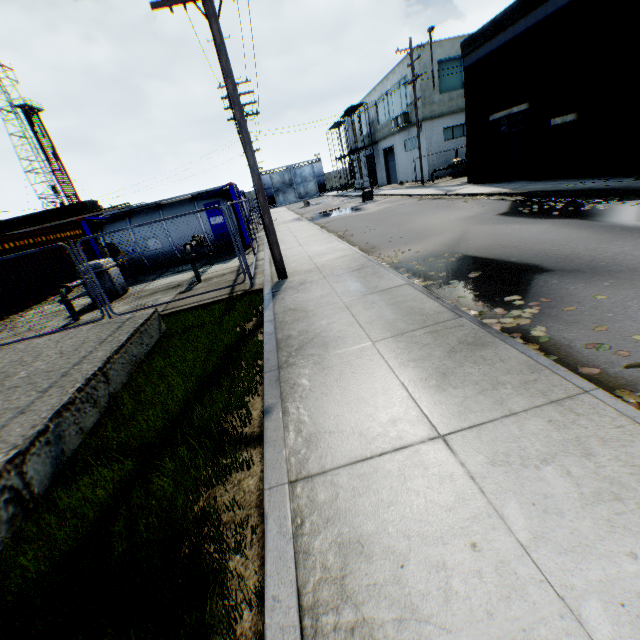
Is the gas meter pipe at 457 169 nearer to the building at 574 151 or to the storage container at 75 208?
the building at 574 151

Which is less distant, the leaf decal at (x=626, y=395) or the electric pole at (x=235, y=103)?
the leaf decal at (x=626, y=395)

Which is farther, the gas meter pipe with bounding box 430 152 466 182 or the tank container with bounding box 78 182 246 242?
the gas meter pipe with bounding box 430 152 466 182

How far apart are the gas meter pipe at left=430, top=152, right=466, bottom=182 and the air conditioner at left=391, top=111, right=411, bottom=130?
5.8m

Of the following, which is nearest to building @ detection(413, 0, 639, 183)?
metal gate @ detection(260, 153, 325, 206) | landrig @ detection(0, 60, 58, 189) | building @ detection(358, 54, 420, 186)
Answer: building @ detection(358, 54, 420, 186)

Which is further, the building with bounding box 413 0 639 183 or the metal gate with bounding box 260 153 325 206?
the metal gate with bounding box 260 153 325 206

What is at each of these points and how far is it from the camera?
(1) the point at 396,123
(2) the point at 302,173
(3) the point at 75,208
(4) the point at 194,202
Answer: (1) air conditioner, 30.22m
(2) metal gate, 58.91m
(3) storage container, 36.03m
(4) tank container, 14.92m

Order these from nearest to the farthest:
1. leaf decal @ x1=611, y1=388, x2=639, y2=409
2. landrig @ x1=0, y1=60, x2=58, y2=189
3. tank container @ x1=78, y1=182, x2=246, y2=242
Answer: leaf decal @ x1=611, y1=388, x2=639, y2=409 → tank container @ x1=78, y1=182, x2=246, y2=242 → landrig @ x1=0, y1=60, x2=58, y2=189
